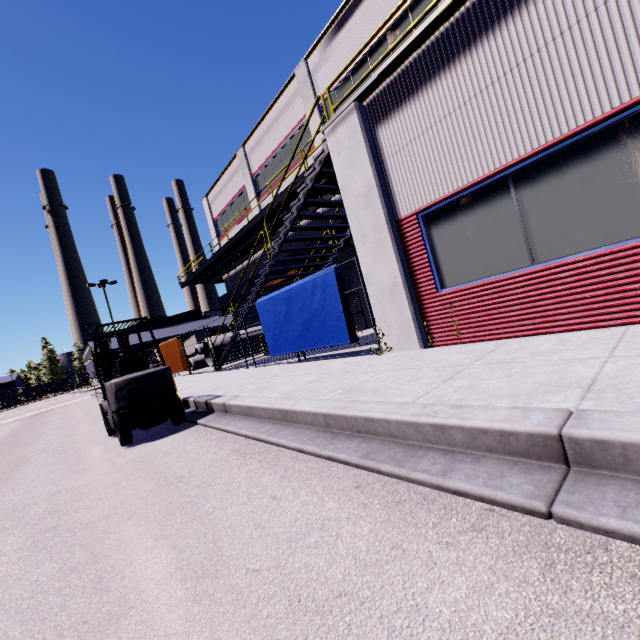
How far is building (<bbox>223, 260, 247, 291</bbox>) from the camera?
27.81m

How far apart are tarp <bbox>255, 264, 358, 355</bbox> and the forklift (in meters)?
3.28

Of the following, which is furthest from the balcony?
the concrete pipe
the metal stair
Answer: the concrete pipe

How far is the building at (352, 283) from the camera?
17.69m

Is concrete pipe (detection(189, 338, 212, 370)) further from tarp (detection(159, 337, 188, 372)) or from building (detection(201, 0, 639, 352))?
tarp (detection(159, 337, 188, 372))

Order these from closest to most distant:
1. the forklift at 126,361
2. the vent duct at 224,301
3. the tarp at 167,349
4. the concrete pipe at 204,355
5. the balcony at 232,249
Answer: the forklift at 126,361, the tarp at 167,349, the balcony at 232,249, the concrete pipe at 204,355, the vent duct at 224,301

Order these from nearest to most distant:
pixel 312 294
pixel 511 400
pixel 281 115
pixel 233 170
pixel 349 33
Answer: pixel 511 400 → pixel 312 294 → pixel 349 33 → pixel 281 115 → pixel 233 170

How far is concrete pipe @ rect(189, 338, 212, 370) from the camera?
22.2m
